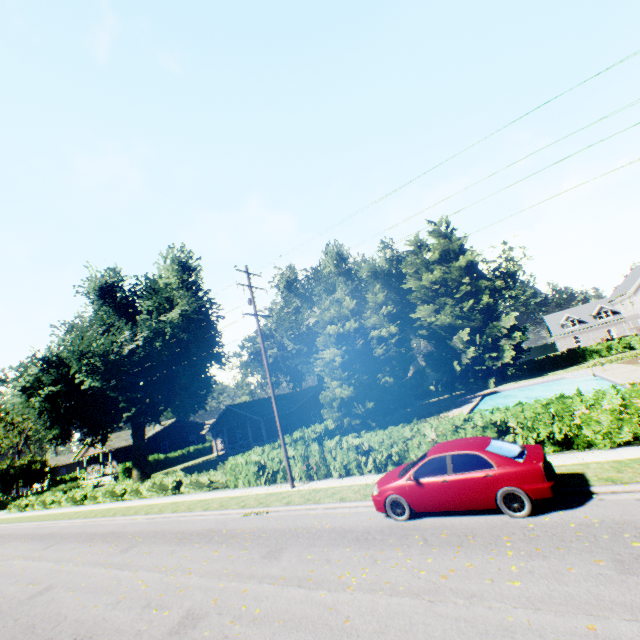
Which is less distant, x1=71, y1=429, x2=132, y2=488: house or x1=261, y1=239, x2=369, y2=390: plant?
x1=71, y1=429, x2=132, y2=488: house

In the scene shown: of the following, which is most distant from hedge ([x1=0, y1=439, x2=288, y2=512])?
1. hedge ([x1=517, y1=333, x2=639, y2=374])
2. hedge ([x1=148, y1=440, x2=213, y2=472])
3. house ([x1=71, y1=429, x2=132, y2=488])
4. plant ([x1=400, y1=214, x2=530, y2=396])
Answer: hedge ([x1=517, y1=333, x2=639, y2=374])

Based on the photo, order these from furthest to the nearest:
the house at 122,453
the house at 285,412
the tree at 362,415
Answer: the house at 122,453, the house at 285,412, the tree at 362,415

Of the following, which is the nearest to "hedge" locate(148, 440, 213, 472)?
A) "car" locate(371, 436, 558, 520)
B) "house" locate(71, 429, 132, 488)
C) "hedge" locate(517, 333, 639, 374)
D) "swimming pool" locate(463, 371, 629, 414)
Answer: "house" locate(71, 429, 132, 488)

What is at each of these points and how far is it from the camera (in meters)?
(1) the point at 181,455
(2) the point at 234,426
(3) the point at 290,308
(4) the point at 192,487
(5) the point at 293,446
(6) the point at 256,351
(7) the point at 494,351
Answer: (1) hedge, 46.97
(2) house, 45.28
(3) plant, 53.28
(4) hedge, 21.50
(5) hedge, 17.75
(6) plant, 50.69
(7) plant, 39.97

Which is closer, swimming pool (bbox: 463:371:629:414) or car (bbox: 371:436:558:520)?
car (bbox: 371:436:558:520)

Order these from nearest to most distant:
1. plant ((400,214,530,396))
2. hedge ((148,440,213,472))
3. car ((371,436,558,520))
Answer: car ((371,436,558,520)) → plant ((400,214,530,396)) → hedge ((148,440,213,472))

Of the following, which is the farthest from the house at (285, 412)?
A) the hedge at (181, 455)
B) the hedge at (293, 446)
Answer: the hedge at (293, 446)
